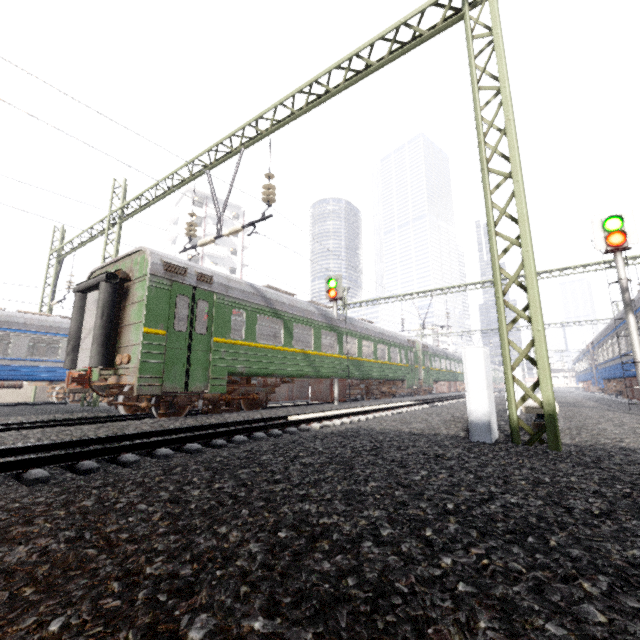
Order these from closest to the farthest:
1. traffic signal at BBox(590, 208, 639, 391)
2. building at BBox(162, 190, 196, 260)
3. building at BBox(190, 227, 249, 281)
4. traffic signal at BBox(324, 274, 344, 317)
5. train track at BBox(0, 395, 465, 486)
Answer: train track at BBox(0, 395, 465, 486) → traffic signal at BBox(590, 208, 639, 391) → traffic signal at BBox(324, 274, 344, 317) → building at BBox(162, 190, 196, 260) → building at BBox(190, 227, 249, 281)

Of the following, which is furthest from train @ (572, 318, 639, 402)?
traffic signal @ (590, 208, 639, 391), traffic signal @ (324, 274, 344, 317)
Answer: traffic signal @ (324, 274, 344, 317)

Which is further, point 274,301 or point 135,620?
point 274,301

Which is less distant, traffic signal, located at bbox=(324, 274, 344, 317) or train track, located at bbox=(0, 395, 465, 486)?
train track, located at bbox=(0, 395, 465, 486)

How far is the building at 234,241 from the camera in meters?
45.2

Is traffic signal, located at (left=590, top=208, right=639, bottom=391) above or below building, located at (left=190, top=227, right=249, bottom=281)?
below

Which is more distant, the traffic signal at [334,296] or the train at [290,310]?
the traffic signal at [334,296]

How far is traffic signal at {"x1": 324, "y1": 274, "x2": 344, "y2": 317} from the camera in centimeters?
1484cm
